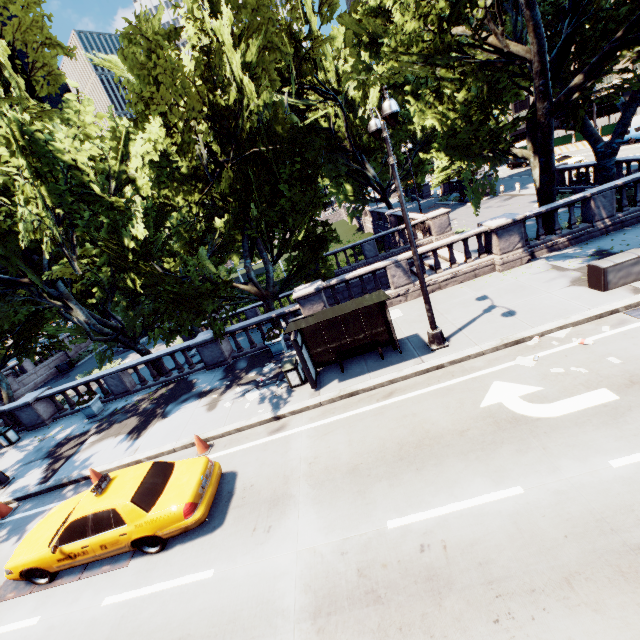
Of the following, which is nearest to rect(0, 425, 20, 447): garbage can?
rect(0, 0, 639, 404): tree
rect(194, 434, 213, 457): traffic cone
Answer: rect(0, 0, 639, 404): tree

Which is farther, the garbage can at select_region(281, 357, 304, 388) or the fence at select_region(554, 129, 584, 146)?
the fence at select_region(554, 129, 584, 146)

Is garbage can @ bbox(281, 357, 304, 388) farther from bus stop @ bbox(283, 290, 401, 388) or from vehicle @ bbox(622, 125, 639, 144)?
vehicle @ bbox(622, 125, 639, 144)

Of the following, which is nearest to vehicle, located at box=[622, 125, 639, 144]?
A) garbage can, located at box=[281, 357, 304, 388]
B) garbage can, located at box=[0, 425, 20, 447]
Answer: garbage can, located at box=[281, 357, 304, 388]

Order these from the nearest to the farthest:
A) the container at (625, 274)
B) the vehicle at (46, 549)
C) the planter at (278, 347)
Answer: the vehicle at (46, 549) → the container at (625, 274) → the planter at (278, 347)

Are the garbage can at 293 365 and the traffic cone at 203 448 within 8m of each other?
yes

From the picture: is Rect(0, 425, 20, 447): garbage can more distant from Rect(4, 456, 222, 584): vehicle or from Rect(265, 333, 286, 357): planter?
Rect(265, 333, 286, 357): planter

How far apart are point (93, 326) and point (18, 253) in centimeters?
470cm
